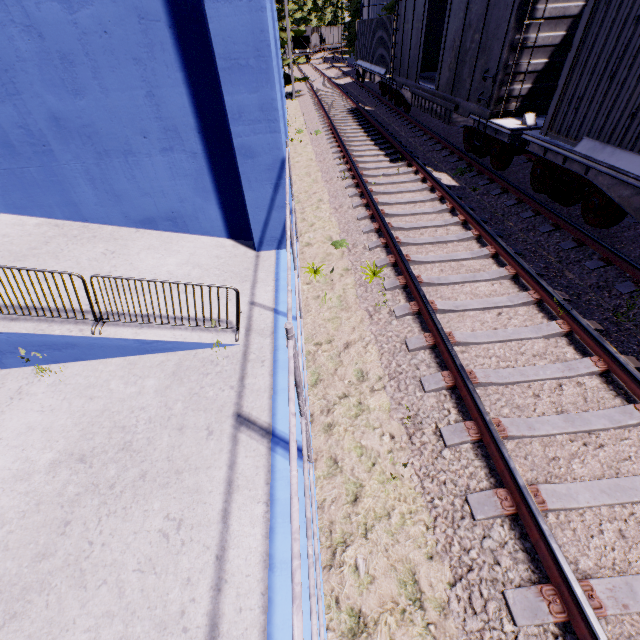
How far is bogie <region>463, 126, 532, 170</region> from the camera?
9.2 meters

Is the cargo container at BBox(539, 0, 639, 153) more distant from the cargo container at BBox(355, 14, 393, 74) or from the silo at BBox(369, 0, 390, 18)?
the silo at BBox(369, 0, 390, 18)

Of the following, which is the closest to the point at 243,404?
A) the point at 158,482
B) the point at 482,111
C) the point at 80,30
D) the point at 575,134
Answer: the point at 158,482

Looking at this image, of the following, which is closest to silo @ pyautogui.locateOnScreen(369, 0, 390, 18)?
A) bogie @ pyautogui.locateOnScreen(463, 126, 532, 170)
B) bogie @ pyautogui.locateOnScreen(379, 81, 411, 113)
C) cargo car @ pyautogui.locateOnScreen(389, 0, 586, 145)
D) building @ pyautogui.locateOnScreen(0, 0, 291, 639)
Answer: building @ pyautogui.locateOnScreen(0, 0, 291, 639)

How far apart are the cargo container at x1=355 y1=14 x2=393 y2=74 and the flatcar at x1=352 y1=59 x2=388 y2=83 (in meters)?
0.01

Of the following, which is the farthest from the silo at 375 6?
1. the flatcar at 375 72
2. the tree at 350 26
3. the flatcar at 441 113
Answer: the flatcar at 441 113

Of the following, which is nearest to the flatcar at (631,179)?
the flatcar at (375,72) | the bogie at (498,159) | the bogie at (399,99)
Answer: the bogie at (498,159)

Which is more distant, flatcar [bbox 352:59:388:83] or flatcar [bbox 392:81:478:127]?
flatcar [bbox 352:59:388:83]
